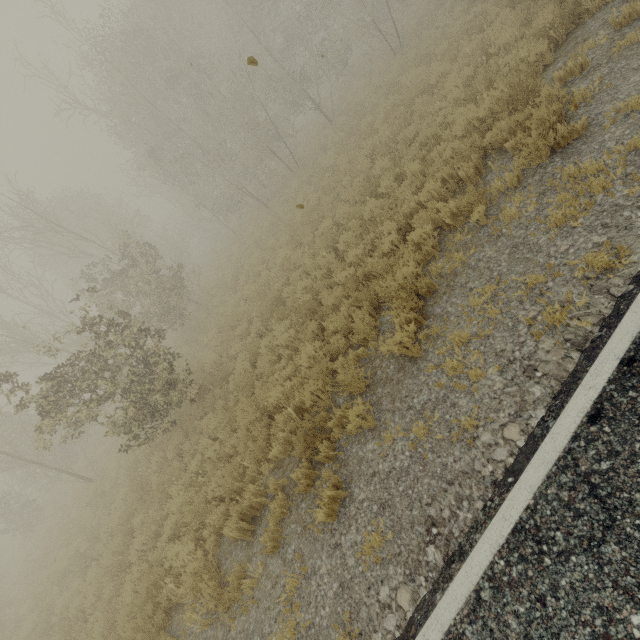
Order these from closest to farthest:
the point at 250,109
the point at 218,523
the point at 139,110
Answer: the point at 218,523 < the point at 250,109 < the point at 139,110
